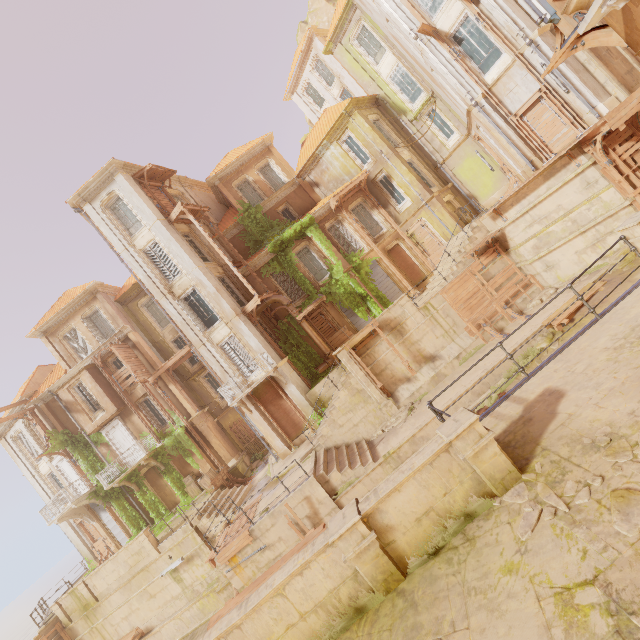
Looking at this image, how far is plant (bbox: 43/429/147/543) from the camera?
22.52m

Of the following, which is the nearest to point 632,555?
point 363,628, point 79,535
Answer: point 363,628

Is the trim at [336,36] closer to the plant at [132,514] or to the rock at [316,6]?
the plant at [132,514]

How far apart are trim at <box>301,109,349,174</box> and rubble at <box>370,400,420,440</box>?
18.4m

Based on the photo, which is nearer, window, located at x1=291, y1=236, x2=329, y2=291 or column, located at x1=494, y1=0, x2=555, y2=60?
column, located at x1=494, y1=0, x2=555, y2=60

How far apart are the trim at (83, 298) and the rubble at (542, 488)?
26.9m

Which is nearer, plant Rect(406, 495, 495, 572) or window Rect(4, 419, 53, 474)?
plant Rect(406, 495, 495, 572)

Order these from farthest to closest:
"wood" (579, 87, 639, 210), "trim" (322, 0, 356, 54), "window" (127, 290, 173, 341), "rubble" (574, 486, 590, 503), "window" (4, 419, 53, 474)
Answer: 1. "window" (127, 290, 173, 341)
2. "window" (4, 419, 53, 474)
3. "trim" (322, 0, 356, 54)
4. "wood" (579, 87, 639, 210)
5. "rubble" (574, 486, 590, 503)
